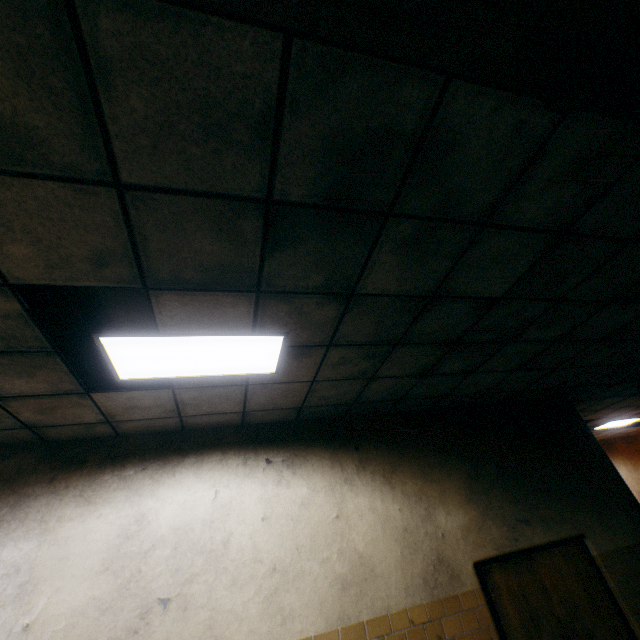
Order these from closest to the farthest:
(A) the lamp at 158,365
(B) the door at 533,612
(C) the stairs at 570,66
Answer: (C) the stairs at 570,66 < (A) the lamp at 158,365 < (B) the door at 533,612

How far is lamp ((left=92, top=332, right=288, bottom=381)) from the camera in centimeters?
232cm

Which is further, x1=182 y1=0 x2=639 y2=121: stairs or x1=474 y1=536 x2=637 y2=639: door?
x1=474 y1=536 x2=637 y2=639: door

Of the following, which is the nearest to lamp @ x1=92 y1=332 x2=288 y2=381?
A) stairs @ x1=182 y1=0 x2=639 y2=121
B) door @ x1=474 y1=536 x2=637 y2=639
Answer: stairs @ x1=182 y1=0 x2=639 y2=121

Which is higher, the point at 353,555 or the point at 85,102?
the point at 85,102

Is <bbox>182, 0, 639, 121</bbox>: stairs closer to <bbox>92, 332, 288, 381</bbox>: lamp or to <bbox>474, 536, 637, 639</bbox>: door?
<bbox>92, 332, 288, 381</bbox>: lamp

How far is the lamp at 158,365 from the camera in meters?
2.3

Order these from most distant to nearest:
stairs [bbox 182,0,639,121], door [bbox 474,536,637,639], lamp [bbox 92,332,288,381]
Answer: door [bbox 474,536,637,639] < lamp [bbox 92,332,288,381] < stairs [bbox 182,0,639,121]
